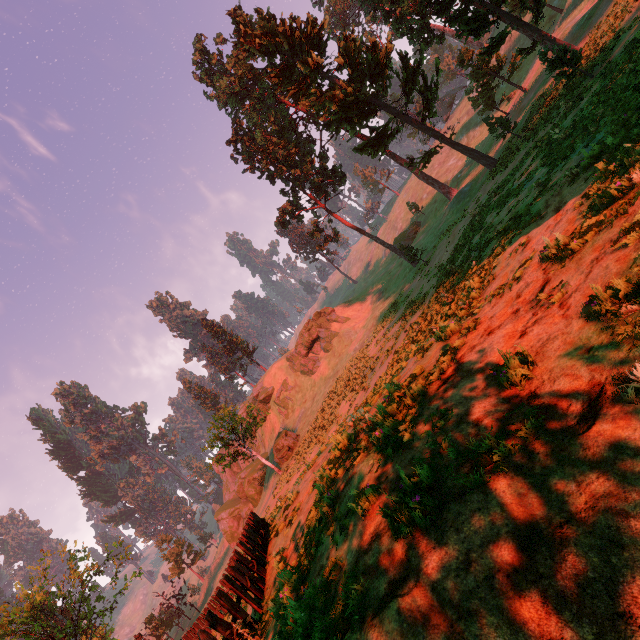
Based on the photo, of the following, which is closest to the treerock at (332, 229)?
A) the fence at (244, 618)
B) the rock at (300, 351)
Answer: the fence at (244, 618)

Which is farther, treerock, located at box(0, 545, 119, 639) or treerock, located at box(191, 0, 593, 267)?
treerock, located at box(0, 545, 119, 639)

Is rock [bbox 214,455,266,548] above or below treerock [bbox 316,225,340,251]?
below

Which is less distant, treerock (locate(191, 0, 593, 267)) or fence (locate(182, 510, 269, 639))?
fence (locate(182, 510, 269, 639))

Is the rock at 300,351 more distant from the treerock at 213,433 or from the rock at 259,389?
the treerock at 213,433

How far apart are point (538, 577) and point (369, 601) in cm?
181

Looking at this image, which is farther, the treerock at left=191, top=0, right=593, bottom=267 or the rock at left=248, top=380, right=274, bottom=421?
the rock at left=248, top=380, right=274, bottom=421

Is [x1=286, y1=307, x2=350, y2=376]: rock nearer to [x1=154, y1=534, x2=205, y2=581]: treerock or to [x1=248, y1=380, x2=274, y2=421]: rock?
[x1=248, y1=380, x2=274, y2=421]: rock
